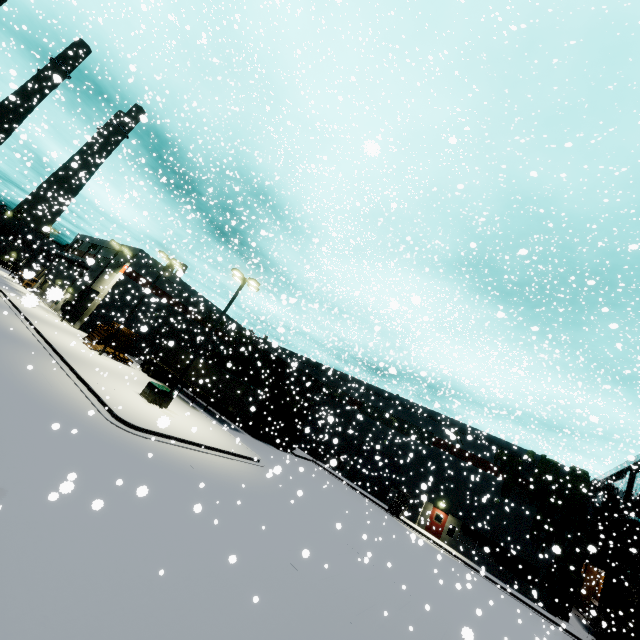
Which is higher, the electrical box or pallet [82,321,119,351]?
pallet [82,321,119,351]

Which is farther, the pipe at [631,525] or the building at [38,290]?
the pipe at [631,525]

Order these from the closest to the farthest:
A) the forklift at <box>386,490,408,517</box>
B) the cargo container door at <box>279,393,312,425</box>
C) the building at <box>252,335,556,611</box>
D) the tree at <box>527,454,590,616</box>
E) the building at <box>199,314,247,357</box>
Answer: the tree at <box>527,454,590,616</box> < the building at <box>252,335,556,611</box> < the forklift at <box>386,490,408,517</box> < the cargo container door at <box>279,393,312,425</box> < the building at <box>199,314,247,357</box>

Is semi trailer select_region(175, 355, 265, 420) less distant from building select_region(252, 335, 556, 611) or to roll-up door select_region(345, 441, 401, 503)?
building select_region(252, 335, 556, 611)

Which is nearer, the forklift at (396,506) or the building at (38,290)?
the building at (38,290)

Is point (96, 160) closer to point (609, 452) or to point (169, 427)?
point (169, 427)

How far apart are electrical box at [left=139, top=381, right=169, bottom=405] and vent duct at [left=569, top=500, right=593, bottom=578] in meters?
32.9 m

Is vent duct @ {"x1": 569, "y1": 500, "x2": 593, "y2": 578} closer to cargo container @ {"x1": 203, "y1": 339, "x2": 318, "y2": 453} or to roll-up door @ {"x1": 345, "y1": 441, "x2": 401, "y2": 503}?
roll-up door @ {"x1": 345, "y1": 441, "x2": 401, "y2": 503}
